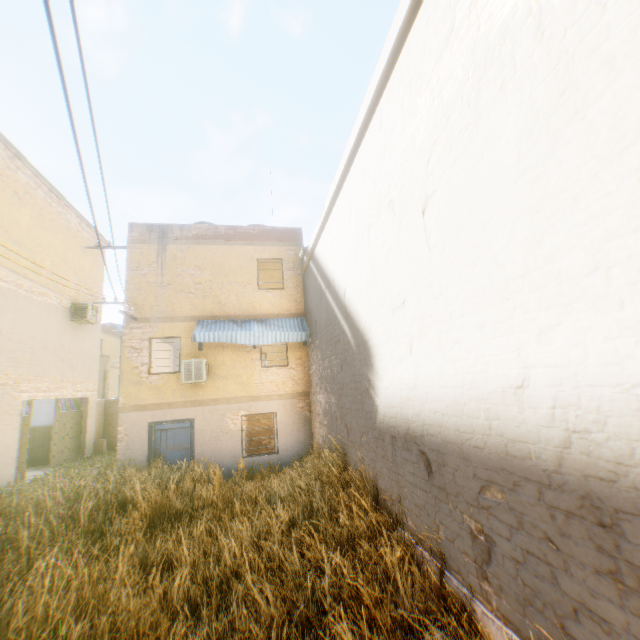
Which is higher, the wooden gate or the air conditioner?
the air conditioner

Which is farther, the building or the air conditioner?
the air conditioner

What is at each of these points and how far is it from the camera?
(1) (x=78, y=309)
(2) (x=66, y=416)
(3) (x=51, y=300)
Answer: (1) air conditioner, 13.6 meters
(2) wooden gate, 13.4 meters
(3) building, 12.2 meters

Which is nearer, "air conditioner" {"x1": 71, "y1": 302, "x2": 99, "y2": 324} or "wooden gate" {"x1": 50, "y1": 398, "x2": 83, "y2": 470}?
"wooden gate" {"x1": 50, "y1": 398, "x2": 83, "y2": 470}

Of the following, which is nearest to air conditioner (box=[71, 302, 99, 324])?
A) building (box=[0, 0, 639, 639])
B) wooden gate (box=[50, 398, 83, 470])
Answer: building (box=[0, 0, 639, 639])

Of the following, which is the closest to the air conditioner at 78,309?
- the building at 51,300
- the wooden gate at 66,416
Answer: the building at 51,300

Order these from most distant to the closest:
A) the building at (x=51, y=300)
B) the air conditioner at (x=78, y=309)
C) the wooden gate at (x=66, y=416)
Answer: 1. the air conditioner at (x=78, y=309)
2. the wooden gate at (x=66, y=416)
3. the building at (x=51, y=300)
